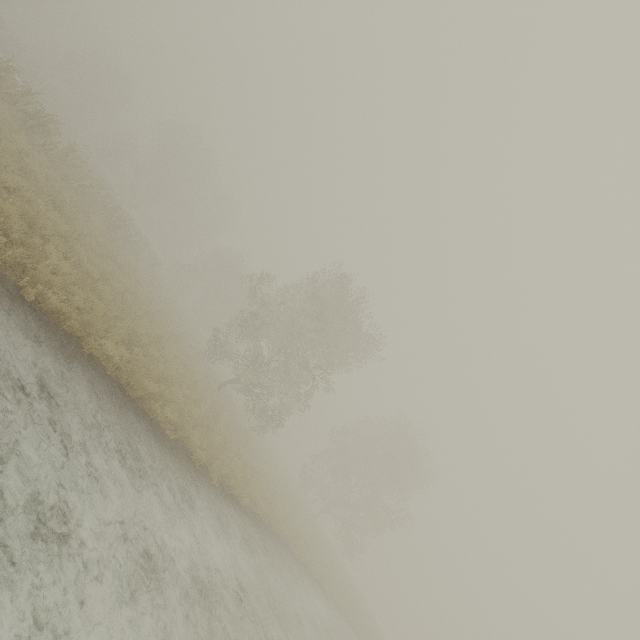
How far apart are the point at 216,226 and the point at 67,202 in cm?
4630
